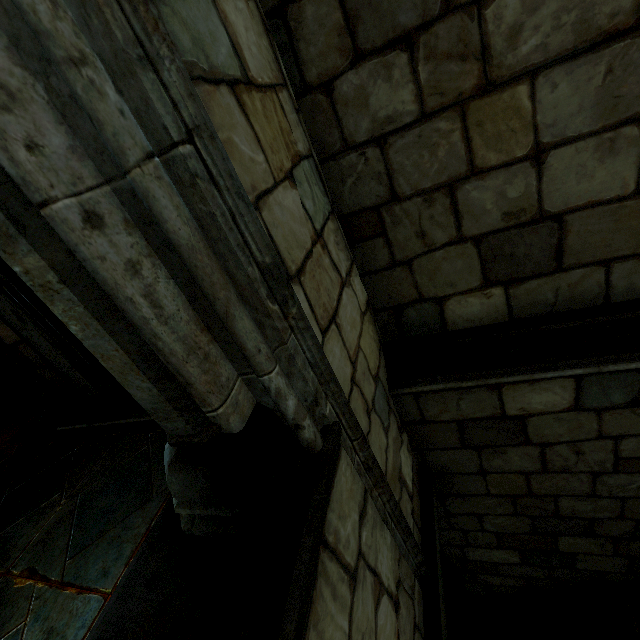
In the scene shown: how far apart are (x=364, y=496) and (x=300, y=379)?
0.8 meters
